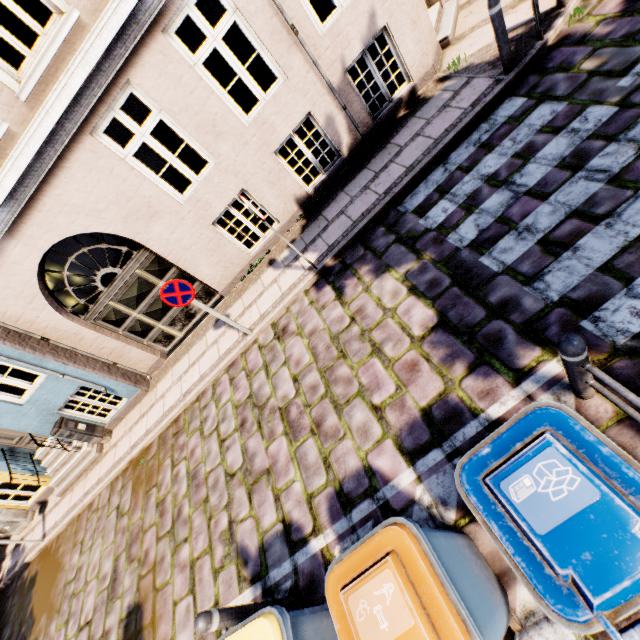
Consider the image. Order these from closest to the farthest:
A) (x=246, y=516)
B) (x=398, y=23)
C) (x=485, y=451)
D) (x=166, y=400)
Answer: (x=485, y=451), (x=246, y=516), (x=398, y=23), (x=166, y=400)

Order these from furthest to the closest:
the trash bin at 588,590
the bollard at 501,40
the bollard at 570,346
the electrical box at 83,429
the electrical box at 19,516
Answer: the electrical box at 19,516
the electrical box at 83,429
the bollard at 501,40
the bollard at 570,346
the trash bin at 588,590

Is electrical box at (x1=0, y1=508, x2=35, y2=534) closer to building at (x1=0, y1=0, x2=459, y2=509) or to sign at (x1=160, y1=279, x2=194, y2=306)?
building at (x1=0, y1=0, x2=459, y2=509)

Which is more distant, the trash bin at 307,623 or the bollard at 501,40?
the bollard at 501,40

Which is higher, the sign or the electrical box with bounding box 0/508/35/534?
the sign

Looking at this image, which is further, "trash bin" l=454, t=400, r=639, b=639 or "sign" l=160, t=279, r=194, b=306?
"sign" l=160, t=279, r=194, b=306

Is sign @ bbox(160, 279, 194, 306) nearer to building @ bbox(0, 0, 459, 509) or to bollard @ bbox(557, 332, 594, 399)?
building @ bbox(0, 0, 459, 509)

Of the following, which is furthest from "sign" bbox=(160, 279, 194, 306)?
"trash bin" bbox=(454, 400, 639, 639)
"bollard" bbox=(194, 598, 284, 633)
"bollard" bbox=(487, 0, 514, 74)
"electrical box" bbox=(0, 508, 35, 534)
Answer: "electrical box" bbox=(0, 508, 35, 534)
